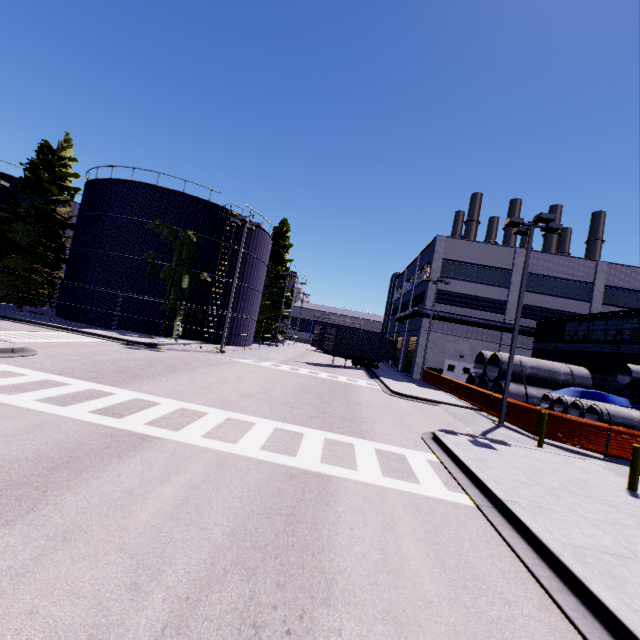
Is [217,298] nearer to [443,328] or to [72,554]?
[443,328]

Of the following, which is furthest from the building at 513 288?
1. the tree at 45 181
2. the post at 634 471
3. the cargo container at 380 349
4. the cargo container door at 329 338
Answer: the post at 634 471

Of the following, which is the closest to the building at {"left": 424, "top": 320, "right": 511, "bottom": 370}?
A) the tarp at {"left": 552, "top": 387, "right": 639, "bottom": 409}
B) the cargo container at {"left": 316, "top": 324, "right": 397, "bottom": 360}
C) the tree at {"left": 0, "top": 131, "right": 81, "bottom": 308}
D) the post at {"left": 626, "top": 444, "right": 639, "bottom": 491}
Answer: the tree at {"left": 0, "top": 131, "right": 81, "bottom": 308}

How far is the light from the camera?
15.1m

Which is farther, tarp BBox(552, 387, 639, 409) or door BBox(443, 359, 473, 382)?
door BBox(443, 359, 473, 382)

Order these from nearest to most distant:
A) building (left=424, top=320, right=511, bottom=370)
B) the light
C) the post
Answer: the post < the light < building (left=424, top=320, right=511, bottom=370)

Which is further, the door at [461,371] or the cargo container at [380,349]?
the door at [461,371]

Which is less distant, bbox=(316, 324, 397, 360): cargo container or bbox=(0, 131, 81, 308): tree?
bbox=(0, 131, 81, 308): tree
